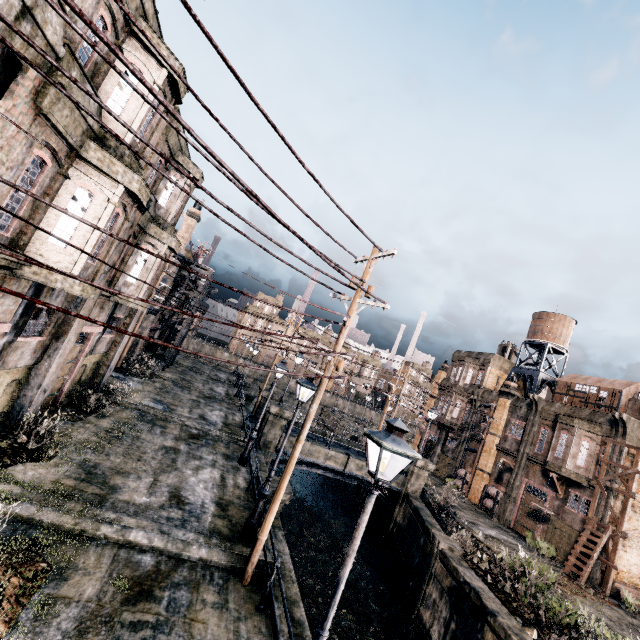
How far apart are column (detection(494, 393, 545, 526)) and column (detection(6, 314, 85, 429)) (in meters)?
34.62

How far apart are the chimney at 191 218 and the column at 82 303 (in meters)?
19.39

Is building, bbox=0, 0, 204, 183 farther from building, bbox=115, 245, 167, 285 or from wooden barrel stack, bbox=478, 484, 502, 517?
wooden barrel stack, bbox=478, 484, 502, 517

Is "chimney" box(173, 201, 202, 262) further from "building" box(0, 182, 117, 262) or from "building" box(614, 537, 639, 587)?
"building" box(614, 537, 639, 587)

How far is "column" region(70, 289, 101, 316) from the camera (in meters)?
11.89

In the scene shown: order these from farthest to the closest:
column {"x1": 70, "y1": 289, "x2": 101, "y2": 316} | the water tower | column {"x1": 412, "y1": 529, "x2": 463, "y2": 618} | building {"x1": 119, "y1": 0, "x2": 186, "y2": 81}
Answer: the water tower → column {"x1": 412, "y1": 529, "x2": 463, "y2": 618} → column {"x1": 70, "y1": 289, "x2": 101, "y2": 316} → building {"x1": 119, "y1": 0, "x2": 186, "y2": 81}

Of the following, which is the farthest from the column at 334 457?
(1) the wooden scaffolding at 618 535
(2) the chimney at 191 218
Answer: (2) the chimney at 191 218

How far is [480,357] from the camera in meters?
40.9
